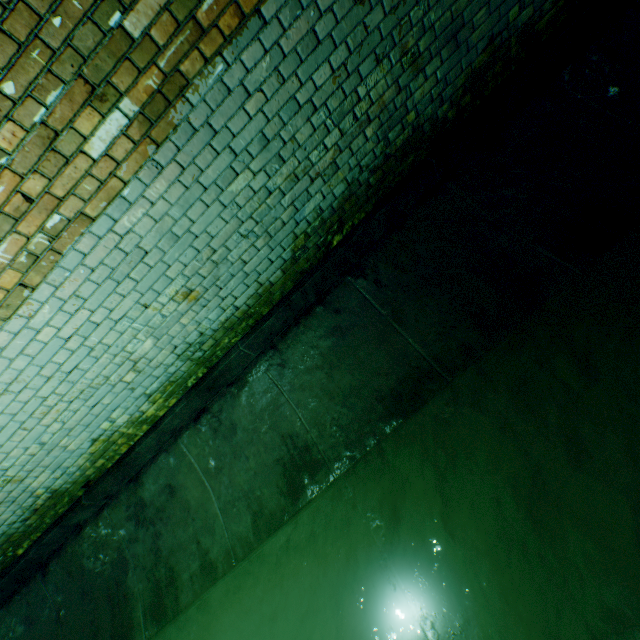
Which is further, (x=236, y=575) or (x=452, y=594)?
(x=236, y=575)
